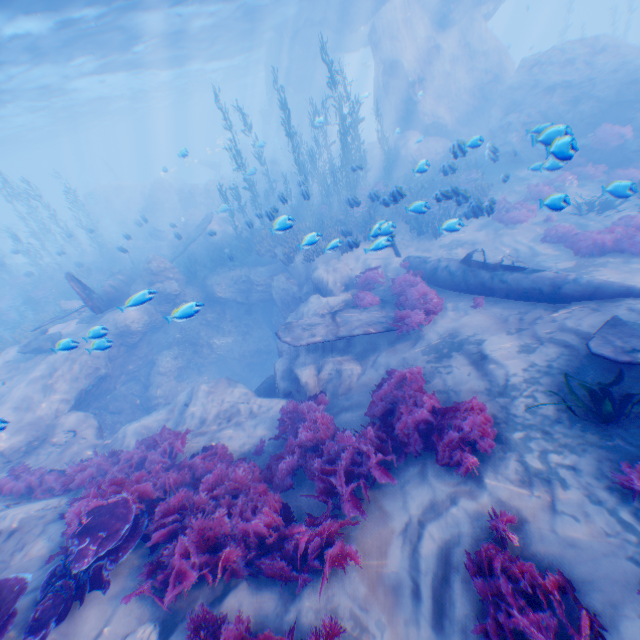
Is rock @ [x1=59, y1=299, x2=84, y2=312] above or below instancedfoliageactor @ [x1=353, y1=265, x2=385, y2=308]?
above

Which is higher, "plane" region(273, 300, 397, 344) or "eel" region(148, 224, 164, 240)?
"eel" region(148, 224, 164, 240)

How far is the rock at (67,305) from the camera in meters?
16.4 m

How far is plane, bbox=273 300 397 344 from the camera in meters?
9.4 m

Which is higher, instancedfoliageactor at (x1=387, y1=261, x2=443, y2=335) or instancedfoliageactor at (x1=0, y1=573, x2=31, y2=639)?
instancedfoliageactor at (x1=0, y1=573, x2=31, y2=639)

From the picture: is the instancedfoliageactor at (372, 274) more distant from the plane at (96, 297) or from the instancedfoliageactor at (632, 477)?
the instancedfoliageactor at (632, 477)

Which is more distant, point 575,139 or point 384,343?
point 575,139

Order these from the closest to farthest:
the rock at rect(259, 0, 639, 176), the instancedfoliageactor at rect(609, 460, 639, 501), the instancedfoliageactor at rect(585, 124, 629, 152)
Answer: the instancedfoliageactor at rect(609, 460, 639, 501)
the instancedfoliageactor at rect(585, 124, 629, 152)
the rock at rect(259, 0, 639, 176)
